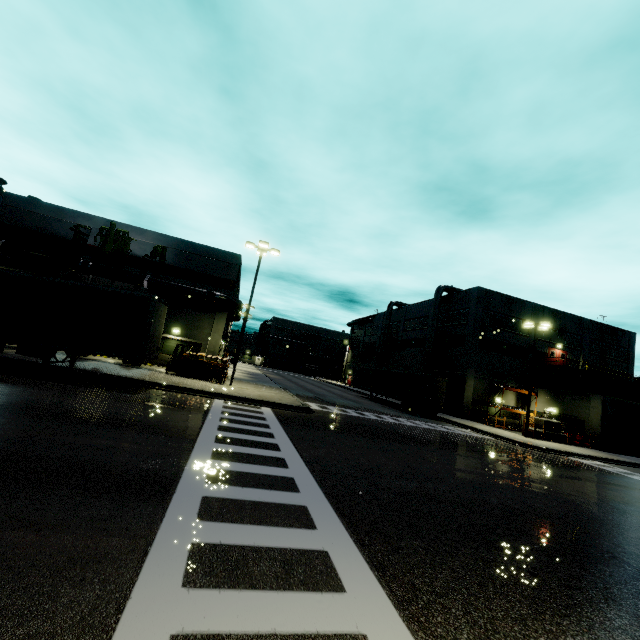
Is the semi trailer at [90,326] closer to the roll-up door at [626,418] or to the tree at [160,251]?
the roll-up door at [626,418]

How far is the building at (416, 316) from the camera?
45.25m

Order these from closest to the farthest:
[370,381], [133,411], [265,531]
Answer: [265,531] → [133,411] → [370,381]

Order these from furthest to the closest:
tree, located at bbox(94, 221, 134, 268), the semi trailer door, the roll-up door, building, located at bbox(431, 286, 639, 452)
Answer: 1. building, located at bbox(431, 286, 639, 452)
2. the roll-up door
3. the semi trailer door
4. tree, located at bbox(94, 221, 134, 268)

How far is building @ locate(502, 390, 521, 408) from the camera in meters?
36.3 m

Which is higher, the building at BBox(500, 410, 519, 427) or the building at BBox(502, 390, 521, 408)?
the building at BBox(502, 390, 521, 408)

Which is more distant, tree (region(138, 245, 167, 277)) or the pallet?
tree (region(138, 245, 167, 277))

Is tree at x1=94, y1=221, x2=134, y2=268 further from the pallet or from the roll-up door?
the roll-up door
